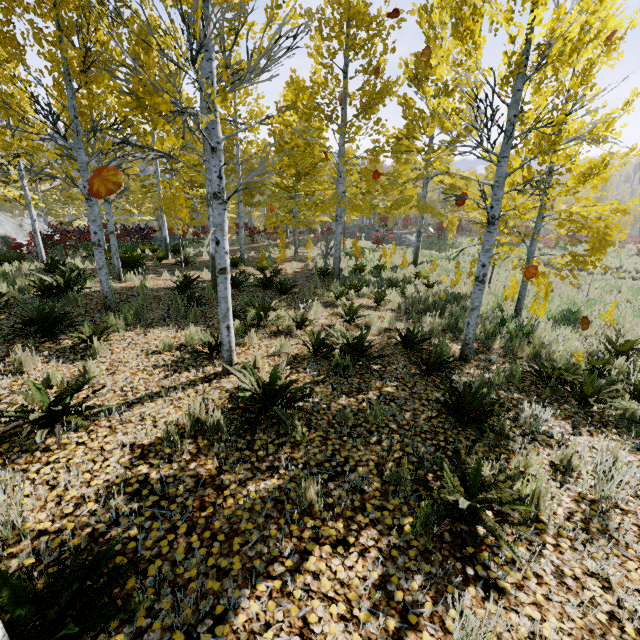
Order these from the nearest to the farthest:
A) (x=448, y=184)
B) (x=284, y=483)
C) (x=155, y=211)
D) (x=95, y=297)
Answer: (x=284, y=483), (x=95, y=297), (x=448, y=184), (x=155, y=211)

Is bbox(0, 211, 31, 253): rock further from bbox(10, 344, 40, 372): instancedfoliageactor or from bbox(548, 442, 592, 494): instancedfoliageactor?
bbox(10, 344, 40, 372): instancedfoliageactor

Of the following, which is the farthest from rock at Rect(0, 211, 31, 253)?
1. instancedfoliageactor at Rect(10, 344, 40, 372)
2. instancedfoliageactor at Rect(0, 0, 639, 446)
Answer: instancedfoliageactor at Rect(10, 344, 40, 372)

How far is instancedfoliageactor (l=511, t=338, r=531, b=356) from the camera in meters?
6.3 m

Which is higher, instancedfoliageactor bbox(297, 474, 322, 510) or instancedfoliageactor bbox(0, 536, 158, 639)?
instancedfoliageactor bbox(0, 536, 158, 639)

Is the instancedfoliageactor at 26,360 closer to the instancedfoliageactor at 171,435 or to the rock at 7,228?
the instancedfoliageactor at 171,435

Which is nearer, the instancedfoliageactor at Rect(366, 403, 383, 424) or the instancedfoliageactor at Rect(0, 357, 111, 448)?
the instancedfoliageactor at Rect(0, 357, 111, 448)
